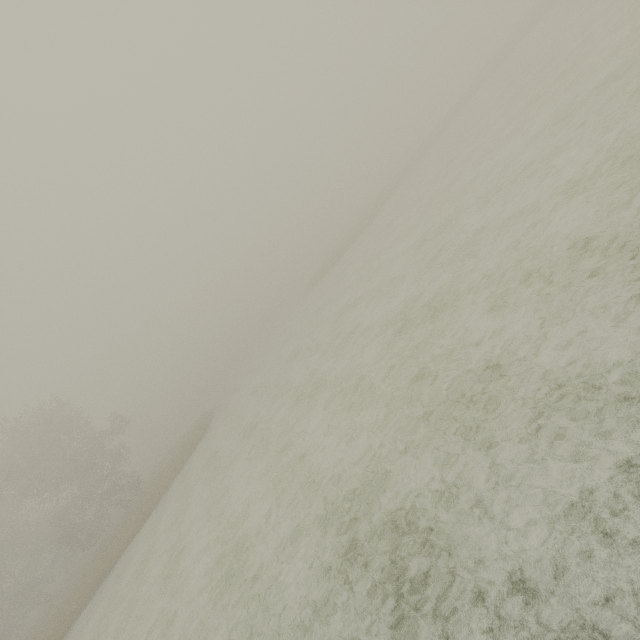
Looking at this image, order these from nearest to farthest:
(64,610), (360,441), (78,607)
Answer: (360,441)
(78,607)
(64,610)
